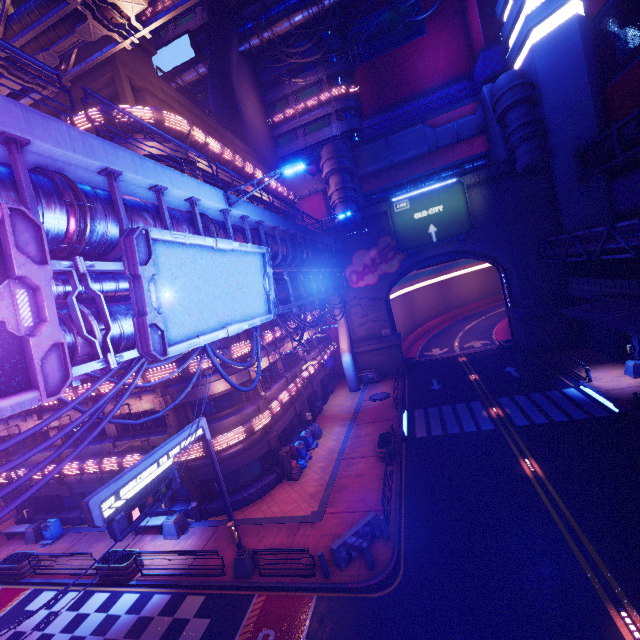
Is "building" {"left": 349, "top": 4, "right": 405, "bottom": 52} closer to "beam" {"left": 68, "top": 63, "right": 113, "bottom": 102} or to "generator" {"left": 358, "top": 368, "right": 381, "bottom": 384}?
→ "generator" {"left": 358, "top": 368, "right": 381, "bottom": 384}

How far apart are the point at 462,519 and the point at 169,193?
17.3 meters

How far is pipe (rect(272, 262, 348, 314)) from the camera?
18.30m

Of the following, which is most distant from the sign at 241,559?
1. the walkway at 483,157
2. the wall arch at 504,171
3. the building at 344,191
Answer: the walkway at 483,157

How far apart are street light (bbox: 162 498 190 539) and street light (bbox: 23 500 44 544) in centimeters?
999cm

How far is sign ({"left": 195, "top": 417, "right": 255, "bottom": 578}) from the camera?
13.6 meters

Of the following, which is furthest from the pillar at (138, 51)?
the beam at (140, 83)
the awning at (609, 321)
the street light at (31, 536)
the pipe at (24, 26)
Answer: the awning at (609, 321)

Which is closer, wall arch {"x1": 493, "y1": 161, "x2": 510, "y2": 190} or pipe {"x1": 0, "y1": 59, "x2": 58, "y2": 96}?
pipe {"x1": 0, "y1": 59, "x2": 58, "y2": 96}
